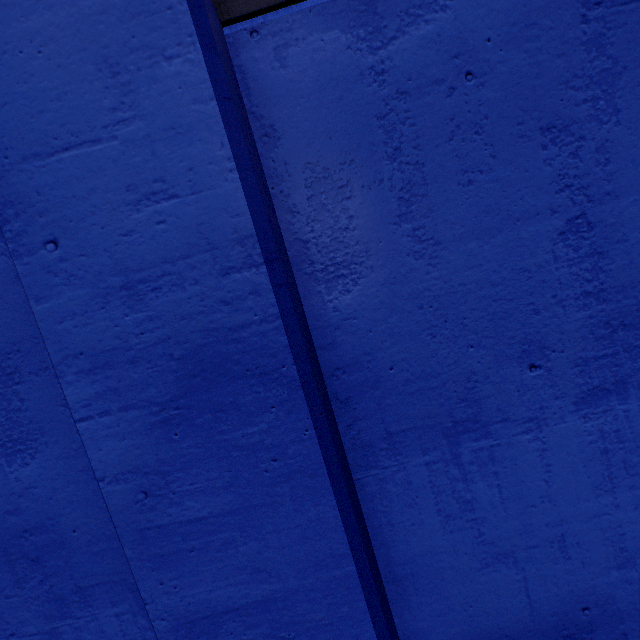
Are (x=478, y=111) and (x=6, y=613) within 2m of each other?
no
